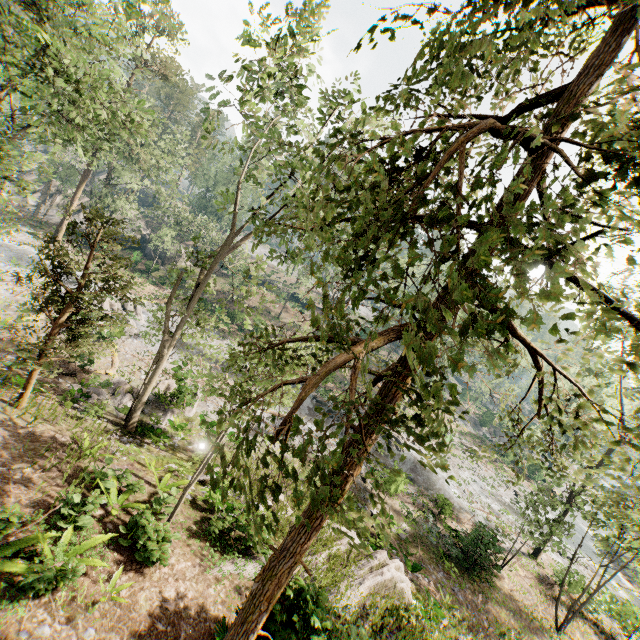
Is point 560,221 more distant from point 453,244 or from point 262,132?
point 262,132

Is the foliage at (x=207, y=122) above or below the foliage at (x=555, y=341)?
above

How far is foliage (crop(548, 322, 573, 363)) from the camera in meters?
2.6 m

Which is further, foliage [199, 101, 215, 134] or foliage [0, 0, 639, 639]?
foliage [199, 101, 215, 134]

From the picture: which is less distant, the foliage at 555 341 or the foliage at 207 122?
the foliage at 555 341

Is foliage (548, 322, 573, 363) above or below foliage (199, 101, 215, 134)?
below
